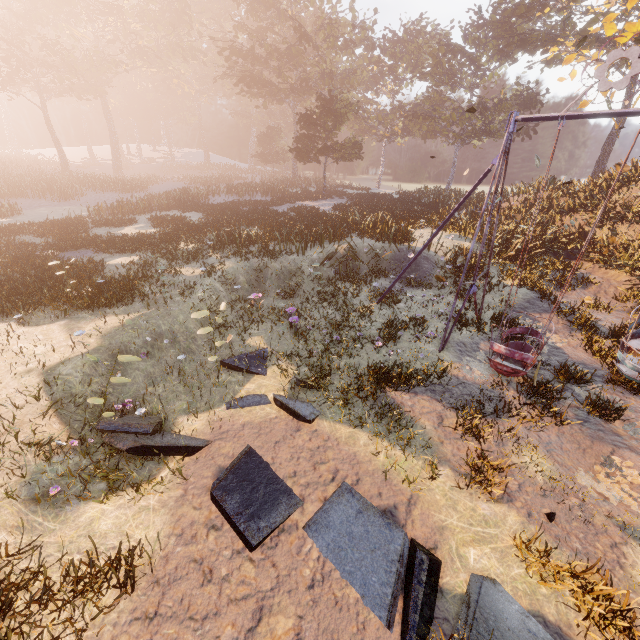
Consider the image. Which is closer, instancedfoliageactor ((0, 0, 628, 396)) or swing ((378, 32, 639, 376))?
swing ((378, 32, 639, 376))

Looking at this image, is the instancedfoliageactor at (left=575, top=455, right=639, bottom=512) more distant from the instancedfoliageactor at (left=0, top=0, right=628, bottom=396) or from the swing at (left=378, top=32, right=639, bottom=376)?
the instancedfoliageactor at (left=0, top=0, right=628, bottom=396)

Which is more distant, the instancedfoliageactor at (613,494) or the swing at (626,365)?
the swing at (626,365)

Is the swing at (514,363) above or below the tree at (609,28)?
below

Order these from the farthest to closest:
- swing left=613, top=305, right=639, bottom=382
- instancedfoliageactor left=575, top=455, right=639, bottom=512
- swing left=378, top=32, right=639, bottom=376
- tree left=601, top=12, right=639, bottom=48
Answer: tree left=601, top=12, right=639, bottom=48 → swing left=613, top=305, right=639, bottom=382 → swing left=378, top=32, right=639, bottom=376 → instancedfoliageactor left=575, top=455, right=639, bottom=512

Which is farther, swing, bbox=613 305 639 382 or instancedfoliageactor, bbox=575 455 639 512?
swing, bbox=613 305 639 382

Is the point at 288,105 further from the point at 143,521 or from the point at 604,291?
the point at 143,521
